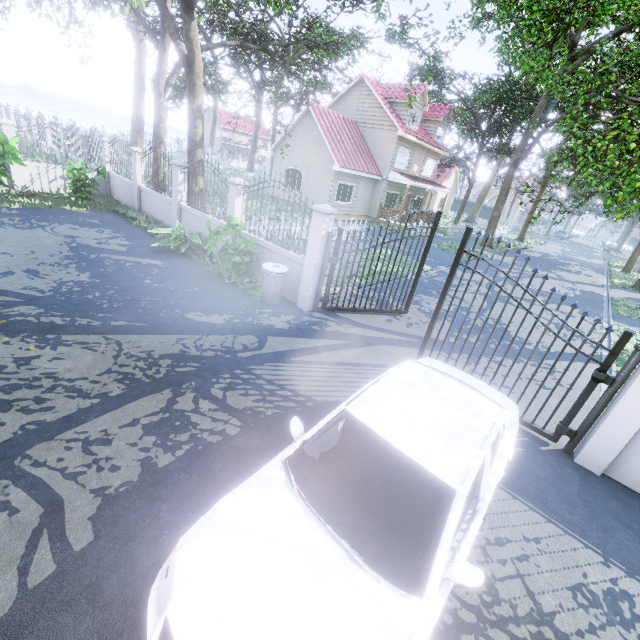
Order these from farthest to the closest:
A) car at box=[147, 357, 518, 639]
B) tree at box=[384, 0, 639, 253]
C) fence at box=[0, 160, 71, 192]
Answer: fence at box=[0, 160, 71, 192] < tree at box=[384, 0, 639, 253] < car at box=[147, 357, 518, 639]

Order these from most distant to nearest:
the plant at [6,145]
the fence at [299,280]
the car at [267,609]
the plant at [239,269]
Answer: the plant at [6,145] → the plant at [239,269] → the fence at [299,280] → the car at [267,609]

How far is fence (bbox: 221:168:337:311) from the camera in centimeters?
742cm

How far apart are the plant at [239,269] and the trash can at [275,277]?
0.6m

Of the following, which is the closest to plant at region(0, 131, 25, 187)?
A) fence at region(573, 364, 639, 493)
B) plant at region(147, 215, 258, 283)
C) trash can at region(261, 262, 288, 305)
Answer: plant at region(147, 215, 258, 283)

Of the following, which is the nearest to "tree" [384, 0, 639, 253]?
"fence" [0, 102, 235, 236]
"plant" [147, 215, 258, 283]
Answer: "fence" [0, 102, 235, 236]

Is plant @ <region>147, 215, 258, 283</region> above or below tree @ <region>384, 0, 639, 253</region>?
below

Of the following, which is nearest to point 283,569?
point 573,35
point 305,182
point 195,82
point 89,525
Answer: point 89,525
